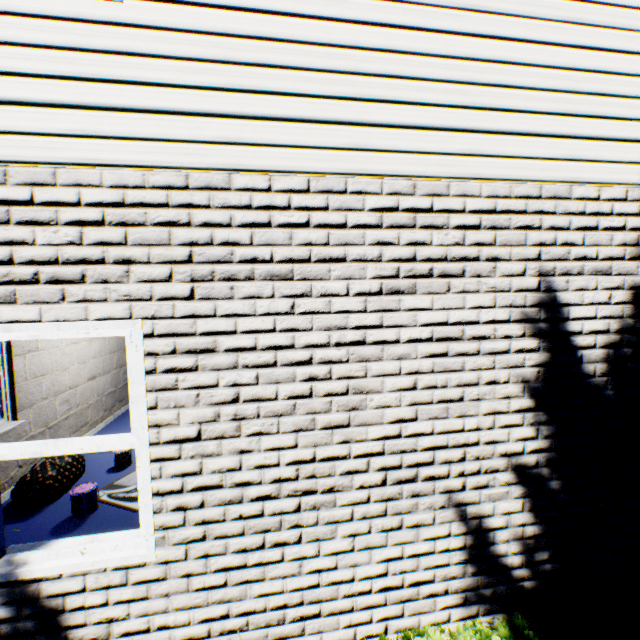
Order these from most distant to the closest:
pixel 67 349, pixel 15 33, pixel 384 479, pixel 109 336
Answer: pixel 109 336 < pixel 67 349 < pixel 384 479 < pixel 15 33

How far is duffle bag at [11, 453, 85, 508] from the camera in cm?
420

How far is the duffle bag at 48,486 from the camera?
4.20m
